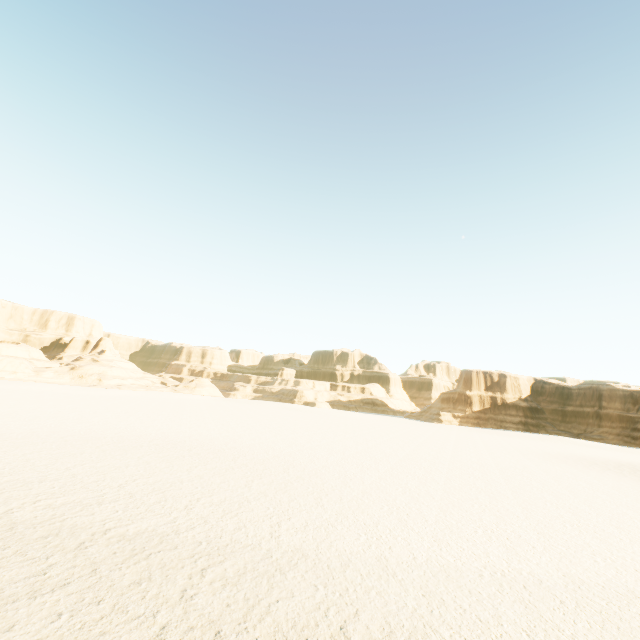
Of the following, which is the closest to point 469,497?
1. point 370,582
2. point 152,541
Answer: point 370,582
